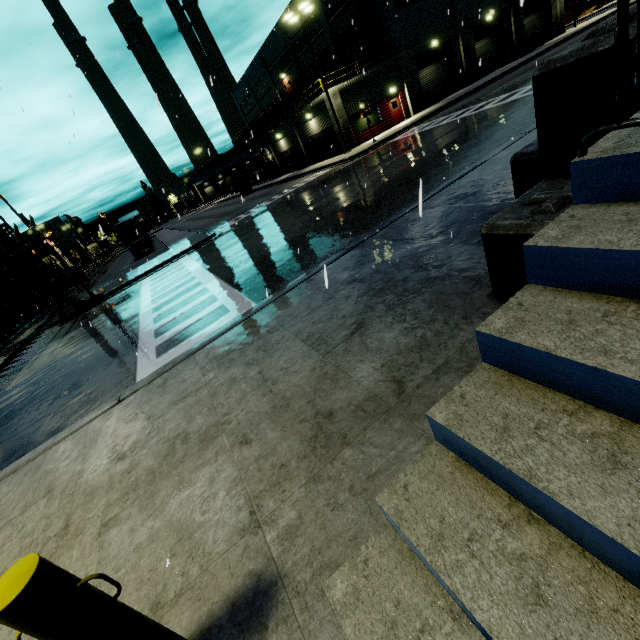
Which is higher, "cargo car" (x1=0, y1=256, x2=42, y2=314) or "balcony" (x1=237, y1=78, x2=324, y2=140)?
"balcony" (x1=237, y1=78, x2=324, y2=140)

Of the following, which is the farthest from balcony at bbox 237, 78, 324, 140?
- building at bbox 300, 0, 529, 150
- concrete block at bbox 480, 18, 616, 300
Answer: concrete block at bbox 480, 18, 616, 300

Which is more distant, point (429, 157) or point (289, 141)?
point (289, 141)

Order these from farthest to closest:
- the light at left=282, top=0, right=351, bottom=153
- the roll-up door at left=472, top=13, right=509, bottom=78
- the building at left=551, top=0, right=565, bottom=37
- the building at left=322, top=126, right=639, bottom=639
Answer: the building at left=551, top=0, right=565, bottom=37
the roll-up door at left=472, top=13, right=509, bottom=78
the light at left=282, top=0, right=351, bottom=153
the building at left=322, top=126, right=639, bottom=639

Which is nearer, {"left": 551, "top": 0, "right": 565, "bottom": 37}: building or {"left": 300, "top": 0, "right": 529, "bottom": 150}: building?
{"left": 300, "top": 0, "right": 529, "bottom": 150}: building

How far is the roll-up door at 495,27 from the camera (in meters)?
32.41

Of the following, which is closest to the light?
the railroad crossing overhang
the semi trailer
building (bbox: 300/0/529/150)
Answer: building (bbox: 300/0/529/150)

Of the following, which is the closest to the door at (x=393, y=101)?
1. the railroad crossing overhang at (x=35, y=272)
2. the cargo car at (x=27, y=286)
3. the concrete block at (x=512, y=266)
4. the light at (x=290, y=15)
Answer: the light at (x=290, y=15)
